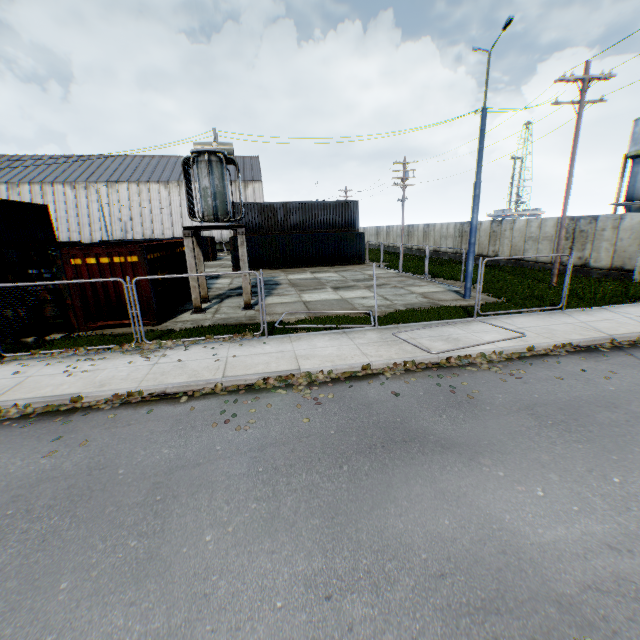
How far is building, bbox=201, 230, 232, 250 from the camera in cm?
5100

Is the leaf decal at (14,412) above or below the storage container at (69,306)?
below

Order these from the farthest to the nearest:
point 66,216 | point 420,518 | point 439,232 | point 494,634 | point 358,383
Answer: point 66,216, point 439,232, point 358,383, point 420,518, point 494,634

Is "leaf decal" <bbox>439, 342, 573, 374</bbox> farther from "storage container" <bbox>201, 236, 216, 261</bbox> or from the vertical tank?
"storage container" <bbox>201, 236, 216, 261</bbox>

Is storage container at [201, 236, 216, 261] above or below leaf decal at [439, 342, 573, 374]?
above

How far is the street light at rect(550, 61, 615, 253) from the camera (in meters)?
13.58

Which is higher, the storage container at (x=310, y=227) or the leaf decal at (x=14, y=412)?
the storage container at (x=310, y=227)

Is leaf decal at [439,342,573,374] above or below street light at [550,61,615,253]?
below
